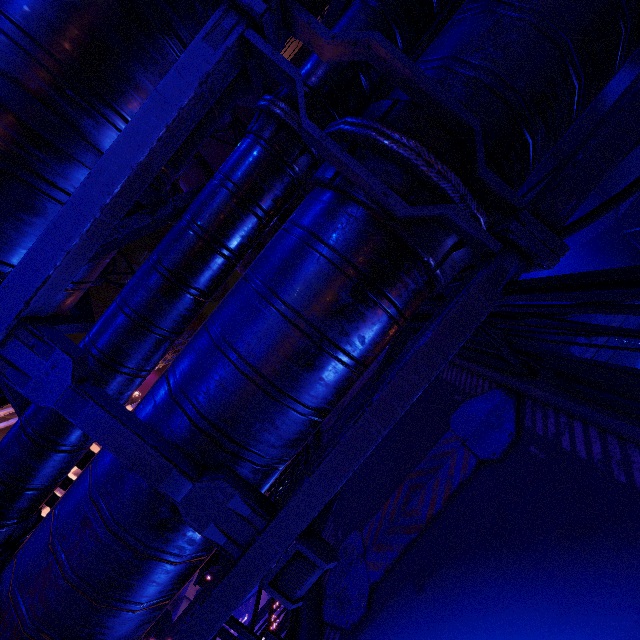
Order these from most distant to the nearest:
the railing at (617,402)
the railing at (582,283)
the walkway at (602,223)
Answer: the walkway at (602,223) < the railing at (617,402) < the railing at (582,283)

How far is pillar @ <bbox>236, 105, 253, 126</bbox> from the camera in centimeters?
1723cm

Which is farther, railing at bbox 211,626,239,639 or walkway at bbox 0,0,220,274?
railing at bbox 211,626,239,639

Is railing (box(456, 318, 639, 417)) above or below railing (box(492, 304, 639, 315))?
below

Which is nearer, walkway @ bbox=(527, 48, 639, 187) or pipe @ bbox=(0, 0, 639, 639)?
pipe @ bbox=(0, 0, 639, 639)

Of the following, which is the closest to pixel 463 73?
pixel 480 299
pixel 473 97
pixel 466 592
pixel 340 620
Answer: pixel 473 97

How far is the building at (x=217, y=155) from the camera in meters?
17.3 m

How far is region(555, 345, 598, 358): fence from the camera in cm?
1379
